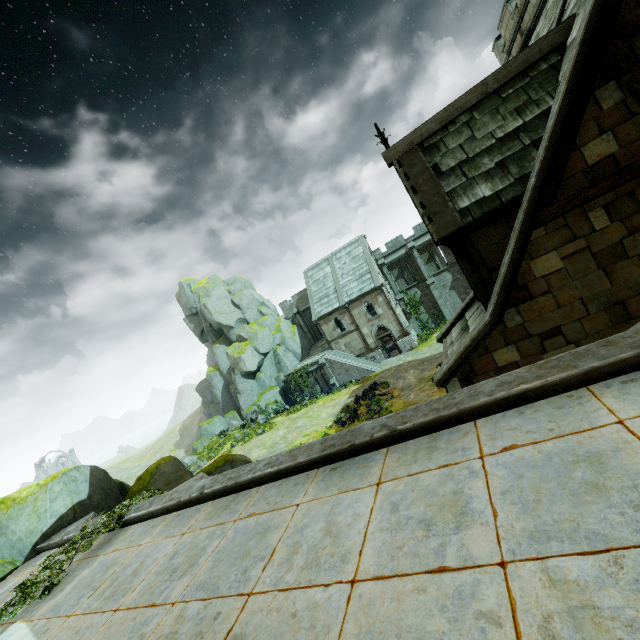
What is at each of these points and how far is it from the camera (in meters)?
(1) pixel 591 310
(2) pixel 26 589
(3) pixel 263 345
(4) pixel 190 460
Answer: (1) building, 7.21
(2) plant, 6.36
(3) rock, 38.38
(4) plant, 30.14

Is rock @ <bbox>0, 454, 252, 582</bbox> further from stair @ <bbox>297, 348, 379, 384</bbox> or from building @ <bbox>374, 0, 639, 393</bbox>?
stair @ <bbox>297, 348, 379, 384</bbox>

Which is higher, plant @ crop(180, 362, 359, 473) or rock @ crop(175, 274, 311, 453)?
rock @ crop(175, 274, 311, 453)

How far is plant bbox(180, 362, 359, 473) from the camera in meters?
28.6 m

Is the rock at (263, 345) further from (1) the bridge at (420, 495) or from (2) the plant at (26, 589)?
(2) the plant at (26, 589)

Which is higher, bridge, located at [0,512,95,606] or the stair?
bridge, located at [0,512,95,606]

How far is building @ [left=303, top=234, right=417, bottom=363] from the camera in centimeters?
3350cm

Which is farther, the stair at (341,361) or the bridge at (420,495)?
the stair at (341,361)
